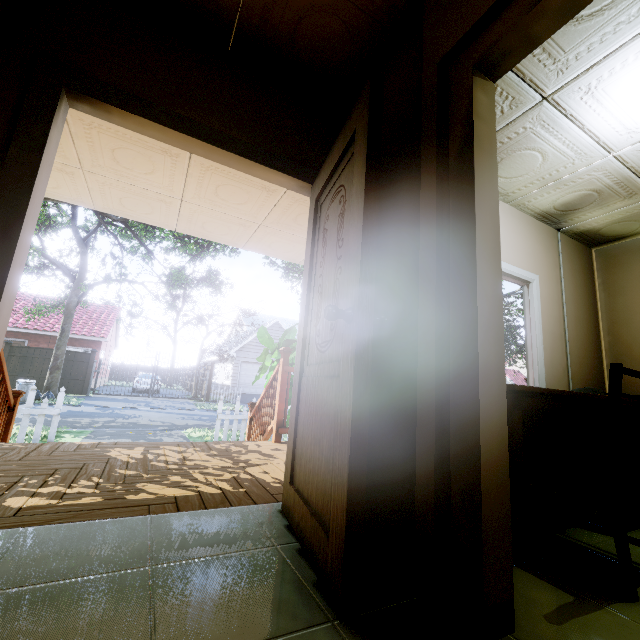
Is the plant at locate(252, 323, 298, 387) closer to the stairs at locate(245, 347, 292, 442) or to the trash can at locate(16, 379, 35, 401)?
the stairs at locate(245, 347, 292, 442)

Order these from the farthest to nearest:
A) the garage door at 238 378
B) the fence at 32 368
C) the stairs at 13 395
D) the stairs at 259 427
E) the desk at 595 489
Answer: the garage door at 238 378 < the fence at 32 368 < the stairs at 259 427 < the stairs at 13 395 < the desk at 595 489

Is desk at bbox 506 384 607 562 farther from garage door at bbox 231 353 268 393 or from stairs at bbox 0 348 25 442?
garage door at bbox 231 353 268 393

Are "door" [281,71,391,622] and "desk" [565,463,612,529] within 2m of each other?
yes

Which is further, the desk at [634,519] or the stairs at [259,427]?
the stairs at [259,427]

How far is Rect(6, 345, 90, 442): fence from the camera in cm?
550

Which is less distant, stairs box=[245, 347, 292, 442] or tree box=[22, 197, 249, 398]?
stairs box=[245, 347, 292, 442]

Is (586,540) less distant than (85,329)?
Yes
